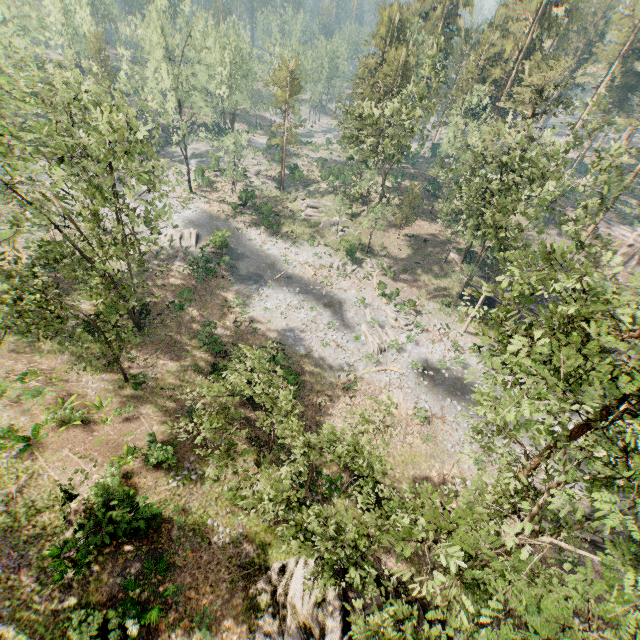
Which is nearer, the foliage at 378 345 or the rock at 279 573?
the rock at 279 573

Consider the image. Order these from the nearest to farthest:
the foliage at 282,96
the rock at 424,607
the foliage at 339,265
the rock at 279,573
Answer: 1. the rock at 279,573
2. the rock at 424,607
3. the foliage at 339,265
4. the foliage at 282,96

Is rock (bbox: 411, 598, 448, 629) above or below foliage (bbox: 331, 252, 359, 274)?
above

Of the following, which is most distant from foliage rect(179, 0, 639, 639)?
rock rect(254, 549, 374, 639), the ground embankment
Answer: the ground embankment

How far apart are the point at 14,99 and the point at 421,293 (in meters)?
42.28

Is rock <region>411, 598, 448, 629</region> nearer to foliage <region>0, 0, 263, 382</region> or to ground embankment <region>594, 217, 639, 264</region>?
foliage <region>0, 0, 263, 382</region>

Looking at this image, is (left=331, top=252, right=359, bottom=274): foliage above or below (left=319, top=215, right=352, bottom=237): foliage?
below
